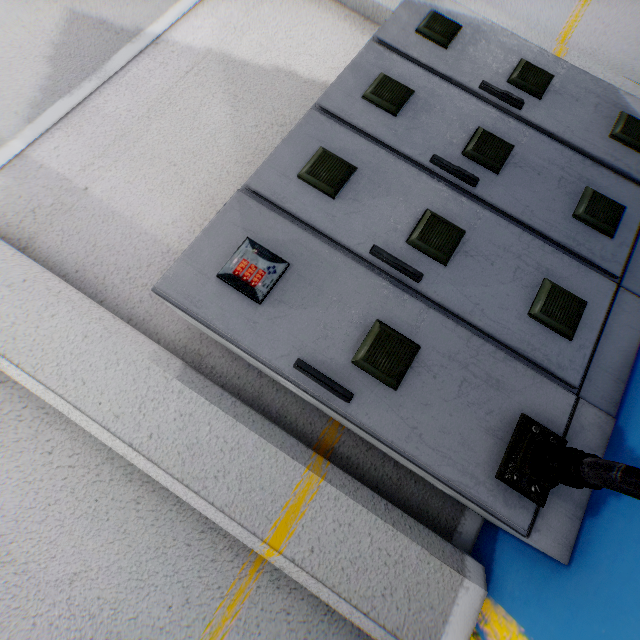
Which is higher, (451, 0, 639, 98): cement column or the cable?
(451, 0, 639, 98): cement column

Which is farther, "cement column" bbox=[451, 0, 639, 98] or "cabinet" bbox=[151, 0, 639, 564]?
"cement column" bbox=[451, 0, 639, 98]

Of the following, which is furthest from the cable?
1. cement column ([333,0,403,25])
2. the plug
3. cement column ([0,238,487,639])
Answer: cement column ([333,0,403,25])

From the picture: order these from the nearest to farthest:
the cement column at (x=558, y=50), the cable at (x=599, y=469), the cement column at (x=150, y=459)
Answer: the cable at (x=599, y=469), the cement column at (x=150, y=459), the cement column at (x=558, y=50)

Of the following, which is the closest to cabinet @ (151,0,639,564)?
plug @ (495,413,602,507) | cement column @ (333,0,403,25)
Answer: plug @ (495,413,602,507)

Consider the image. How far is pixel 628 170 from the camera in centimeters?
194cm

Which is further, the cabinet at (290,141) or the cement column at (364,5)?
the cement column at (364,5)

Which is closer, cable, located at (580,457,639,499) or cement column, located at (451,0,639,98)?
cable, located at (580,457,639,499)
